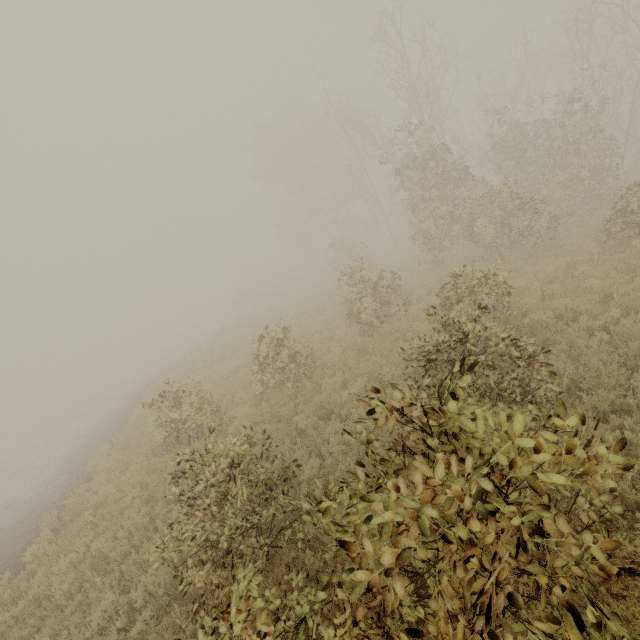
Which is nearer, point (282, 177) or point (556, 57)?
point (556, 57)

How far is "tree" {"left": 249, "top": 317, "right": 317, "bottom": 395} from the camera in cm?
970

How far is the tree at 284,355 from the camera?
9.70m

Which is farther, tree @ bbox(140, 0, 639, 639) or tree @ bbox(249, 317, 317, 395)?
tree @ bbox(249, 317, 317, 395)

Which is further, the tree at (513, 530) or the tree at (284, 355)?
the tree at (284, 355)
